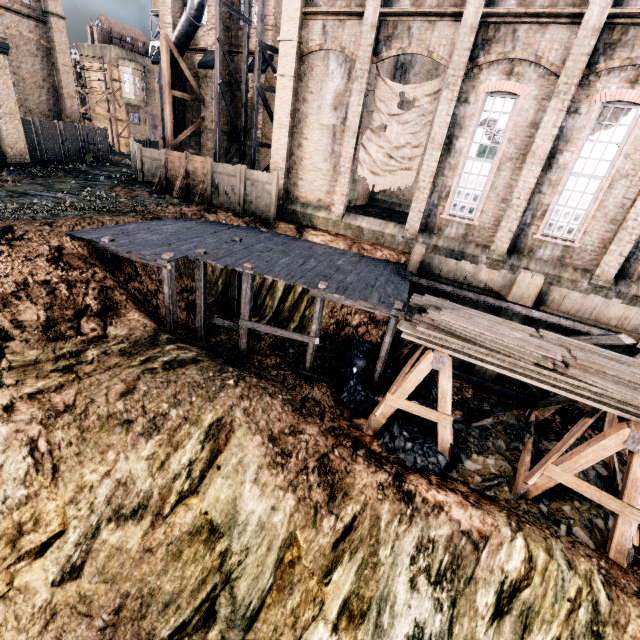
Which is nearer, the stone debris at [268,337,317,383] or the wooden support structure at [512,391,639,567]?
the wooden support structure at [512,391,639,567]

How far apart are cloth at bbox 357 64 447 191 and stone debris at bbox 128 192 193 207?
10.7 meters

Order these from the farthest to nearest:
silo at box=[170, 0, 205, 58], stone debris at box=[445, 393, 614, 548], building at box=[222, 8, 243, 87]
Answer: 1. building at box=[222, 8, 243, 87]
2. silo at box=[170, 0, 205, 58]
3. stone debris at box=[445, 393, 614, 548]

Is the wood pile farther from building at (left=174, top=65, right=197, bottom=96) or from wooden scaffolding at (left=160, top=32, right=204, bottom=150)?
wooden scaffolding at (left=160, top=32, right=204, bottom=150)

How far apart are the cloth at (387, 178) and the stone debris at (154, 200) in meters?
10.7

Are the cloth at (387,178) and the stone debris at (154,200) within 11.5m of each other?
yes

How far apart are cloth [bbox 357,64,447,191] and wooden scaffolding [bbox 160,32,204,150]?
13.9 meters

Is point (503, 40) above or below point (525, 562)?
above
